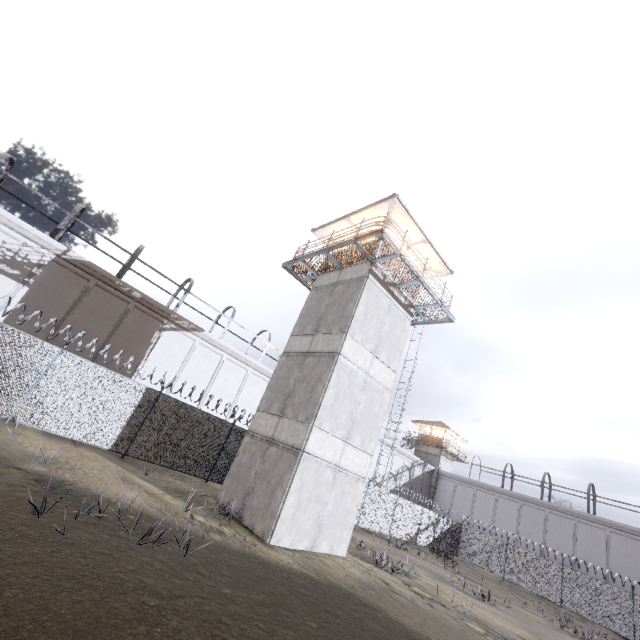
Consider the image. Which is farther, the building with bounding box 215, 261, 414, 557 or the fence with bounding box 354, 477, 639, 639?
the fence with bounding box 354, 477, 639, 639

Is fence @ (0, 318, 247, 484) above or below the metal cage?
below

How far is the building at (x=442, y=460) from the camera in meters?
43.1 m

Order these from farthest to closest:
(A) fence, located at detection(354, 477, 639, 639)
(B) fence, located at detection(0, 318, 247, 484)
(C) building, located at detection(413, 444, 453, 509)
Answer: (C) building, located at detection(413, 444, 453, 509)
(A) fence, located at detection(354, 477, 639, 639)
(B) fence, located at detection(0, 318, 247, 484)

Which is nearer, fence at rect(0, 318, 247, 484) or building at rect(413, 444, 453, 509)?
fence at rect(0, 318, 247, 484)

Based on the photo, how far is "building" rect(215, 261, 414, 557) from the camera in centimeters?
1156cm

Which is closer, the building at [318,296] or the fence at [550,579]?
the building at [318,296]

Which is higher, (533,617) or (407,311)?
(407,311)
